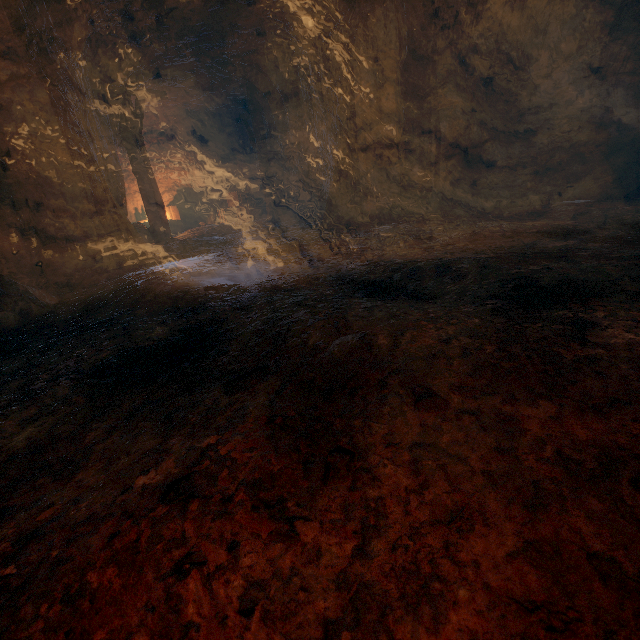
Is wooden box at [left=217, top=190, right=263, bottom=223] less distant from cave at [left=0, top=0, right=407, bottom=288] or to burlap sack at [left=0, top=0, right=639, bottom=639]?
cave at [left=0, top=0, right=407, bottom=288]

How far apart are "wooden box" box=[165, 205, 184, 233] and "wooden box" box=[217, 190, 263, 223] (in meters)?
1.57

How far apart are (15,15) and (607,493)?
7.9 meters

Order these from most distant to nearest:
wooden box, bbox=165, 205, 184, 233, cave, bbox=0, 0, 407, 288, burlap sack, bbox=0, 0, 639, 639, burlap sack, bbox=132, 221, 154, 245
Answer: wooden box, bbox=165, 205, 184, 233
burlap sack, bbox=132, 221, 154, 245
cave, bbox=0, 0, 407, 288
burlap sack, bbox=0, 0, 639, 639

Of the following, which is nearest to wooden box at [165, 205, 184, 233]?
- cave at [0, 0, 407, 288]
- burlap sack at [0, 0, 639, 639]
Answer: cave at [0, 0, 407, 288]

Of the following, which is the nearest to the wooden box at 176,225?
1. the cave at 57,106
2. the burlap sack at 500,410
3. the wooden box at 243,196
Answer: the cave at 57,106

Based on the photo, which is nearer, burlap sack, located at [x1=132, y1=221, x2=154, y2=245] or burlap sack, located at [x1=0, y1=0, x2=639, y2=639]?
burlap sack, located at [x1=0, y1=0, x2=639, y2=639]
